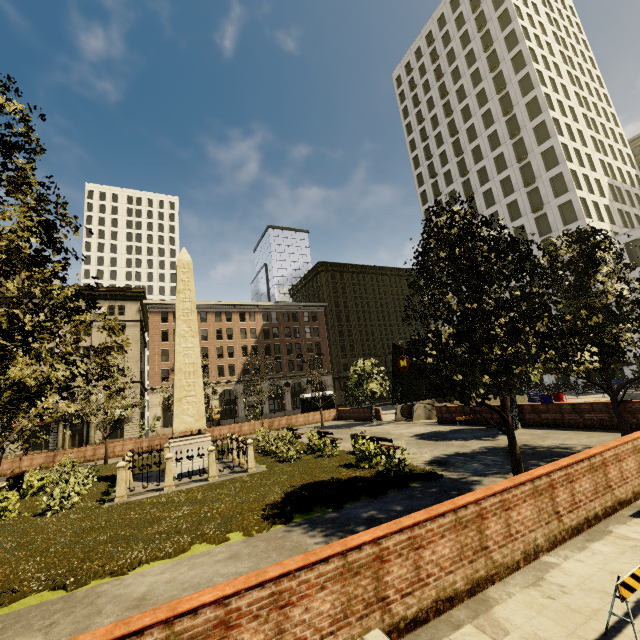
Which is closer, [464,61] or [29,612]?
[29,612]

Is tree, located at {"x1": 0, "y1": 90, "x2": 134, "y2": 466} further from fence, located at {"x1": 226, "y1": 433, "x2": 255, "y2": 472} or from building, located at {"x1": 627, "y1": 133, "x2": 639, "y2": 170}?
building, located at {"x1": 627, "y1": 133, "x2": 639, "y2": 170}

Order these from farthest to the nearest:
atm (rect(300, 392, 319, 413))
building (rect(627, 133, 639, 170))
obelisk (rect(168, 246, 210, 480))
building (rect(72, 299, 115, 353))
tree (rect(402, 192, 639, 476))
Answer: building (rect(627, 133, 639, 170)), building (rect(72, 299, 115, 353)), atm (rect(300, 392, 319, 413)), obelisk (rect(168, 246, 210, 480)), tree (rect(402, 192, 639, 476))

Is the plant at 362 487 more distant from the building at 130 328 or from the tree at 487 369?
the building at 130 328

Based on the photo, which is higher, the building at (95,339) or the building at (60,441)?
the building at (95,339)

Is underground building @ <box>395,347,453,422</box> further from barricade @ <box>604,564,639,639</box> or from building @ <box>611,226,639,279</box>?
barricade @ <box>604,564,639,639</box>

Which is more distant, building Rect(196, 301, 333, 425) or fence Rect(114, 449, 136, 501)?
building Rect(196, 301, 333, 425)

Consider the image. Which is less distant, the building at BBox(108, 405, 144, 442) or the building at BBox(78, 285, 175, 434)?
the building at BBox(108, 405, 144, 442)
